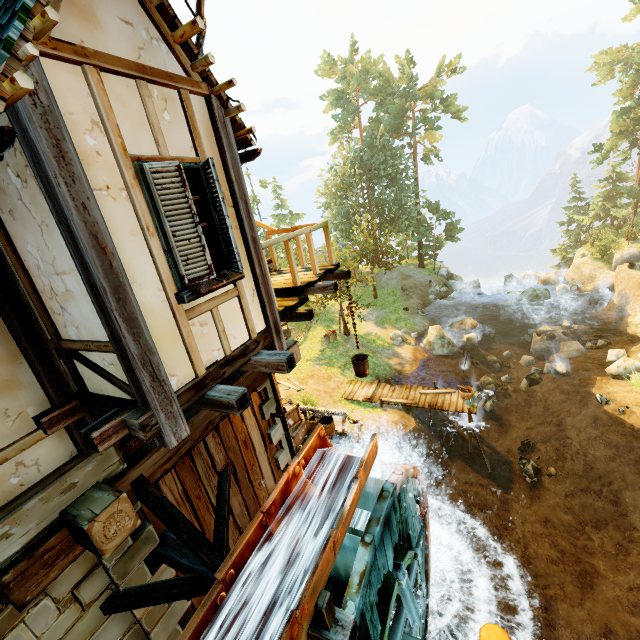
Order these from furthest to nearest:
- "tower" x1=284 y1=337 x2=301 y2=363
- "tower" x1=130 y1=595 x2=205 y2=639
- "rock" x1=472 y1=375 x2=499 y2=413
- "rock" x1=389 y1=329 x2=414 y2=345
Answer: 1. "rock" x1=389 y1=329 x2=414 y2=345
2. "rock" x1=472 y1=375 x2=499 y2=413
3. "tower" x1=284 y1=337 x2=301 y2=363
4. "tower" x1=130 y1=595 x2=205 y2=639

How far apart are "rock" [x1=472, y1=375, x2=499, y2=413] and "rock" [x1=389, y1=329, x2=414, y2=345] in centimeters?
496cm

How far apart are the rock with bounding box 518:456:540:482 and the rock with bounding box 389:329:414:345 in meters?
9.9

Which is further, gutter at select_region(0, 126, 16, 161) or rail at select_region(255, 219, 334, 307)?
rail at select_region(255, 219, 334, 307)

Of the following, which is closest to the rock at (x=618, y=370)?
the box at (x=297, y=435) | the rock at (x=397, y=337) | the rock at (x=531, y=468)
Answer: the rock at (x=531, y=468)

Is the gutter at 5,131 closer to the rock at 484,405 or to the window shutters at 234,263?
the window shutters at 234,263

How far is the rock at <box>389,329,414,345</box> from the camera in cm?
2334

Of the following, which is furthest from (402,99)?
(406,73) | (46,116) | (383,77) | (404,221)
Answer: (46,116)
